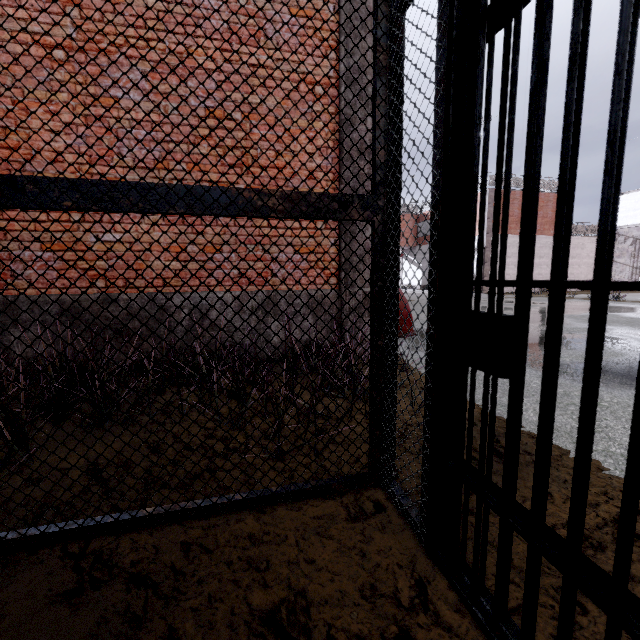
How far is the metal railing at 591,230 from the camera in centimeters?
2434cm

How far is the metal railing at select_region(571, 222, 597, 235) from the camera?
24.3 meters

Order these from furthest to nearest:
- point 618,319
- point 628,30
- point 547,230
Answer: point 547,230 → point 618,319 → point 628,30

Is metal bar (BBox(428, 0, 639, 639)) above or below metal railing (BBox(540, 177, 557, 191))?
below

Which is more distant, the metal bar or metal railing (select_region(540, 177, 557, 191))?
metal railing (select_region(540, 177, 557, 191))
